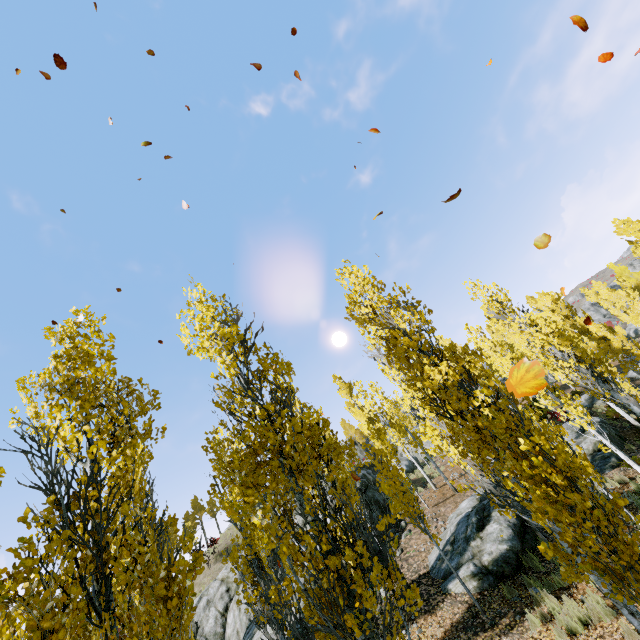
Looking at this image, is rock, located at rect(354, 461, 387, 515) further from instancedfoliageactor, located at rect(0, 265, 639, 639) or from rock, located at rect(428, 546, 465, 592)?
rock, located at rect(428, 546, 465, 592)

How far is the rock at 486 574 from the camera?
9.0m

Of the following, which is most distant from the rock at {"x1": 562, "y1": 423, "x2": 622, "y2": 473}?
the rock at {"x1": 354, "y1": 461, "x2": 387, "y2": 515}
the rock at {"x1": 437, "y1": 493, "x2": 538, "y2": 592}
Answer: the rock at {"x1": 354, "y1": 461, "x2": 387, "y2": 515}

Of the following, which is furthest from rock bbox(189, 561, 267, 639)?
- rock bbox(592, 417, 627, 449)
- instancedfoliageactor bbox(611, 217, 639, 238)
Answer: rock bbox(592, 417, 627, 449)

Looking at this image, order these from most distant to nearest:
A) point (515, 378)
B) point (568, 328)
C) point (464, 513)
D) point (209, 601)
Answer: point (568, 328), point (209, 601), point (464, 513), point (515, 378)

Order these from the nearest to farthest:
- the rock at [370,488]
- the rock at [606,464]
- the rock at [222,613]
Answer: the rock at [606,464], the rock at [222,613], the rock at [370,488]

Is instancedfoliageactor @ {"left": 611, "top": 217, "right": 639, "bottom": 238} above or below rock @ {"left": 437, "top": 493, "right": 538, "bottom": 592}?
above

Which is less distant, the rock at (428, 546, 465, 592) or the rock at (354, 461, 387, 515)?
the rock at (428, 546, 465, 592)
